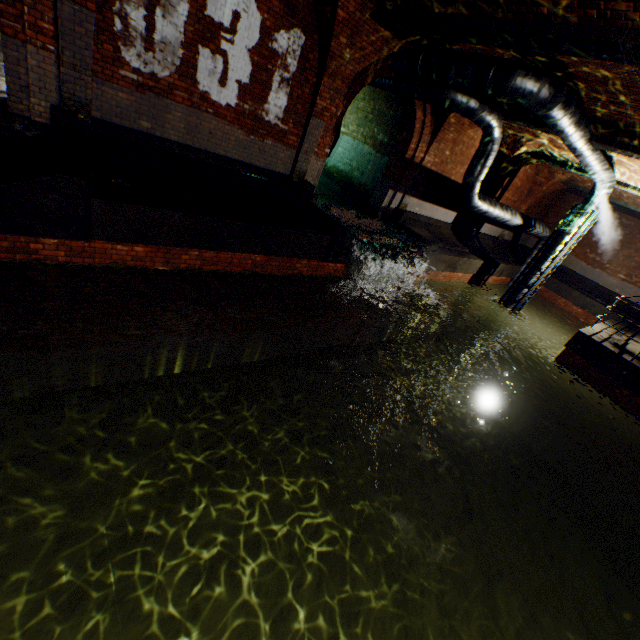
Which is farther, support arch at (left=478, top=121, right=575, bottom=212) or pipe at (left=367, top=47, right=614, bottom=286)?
support arch at (left=478, top=121, right=575, bottom=212)

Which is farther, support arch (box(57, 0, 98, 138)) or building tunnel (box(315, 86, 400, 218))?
building tunnel (box(315, 86, 400, 218))

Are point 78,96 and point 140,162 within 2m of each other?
yes

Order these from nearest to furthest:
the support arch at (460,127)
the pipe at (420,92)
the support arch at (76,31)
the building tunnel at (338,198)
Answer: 1. the support arch at (76,31)
2. the pipe at (420,92)
3. the support arch at (460,127)
4. the building tunnel at (338,198)

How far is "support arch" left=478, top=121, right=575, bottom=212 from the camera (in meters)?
12.11

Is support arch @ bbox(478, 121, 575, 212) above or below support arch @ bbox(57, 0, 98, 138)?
above

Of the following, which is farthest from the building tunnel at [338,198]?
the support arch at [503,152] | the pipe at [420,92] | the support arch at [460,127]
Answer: the support arch at [503,152]

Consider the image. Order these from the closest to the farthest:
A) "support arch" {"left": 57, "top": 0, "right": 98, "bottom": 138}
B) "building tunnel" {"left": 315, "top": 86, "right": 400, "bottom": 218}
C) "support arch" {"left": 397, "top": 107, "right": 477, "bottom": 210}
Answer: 1. "support arch" {"left": 57, "top": 0, "right": 98, "bottom": 138}
2. "support arch" {"left": 397, "top": 107, "right": 477, "bottom": 210}
3. "building tunnel" {"left": 315, "top": 86, "right": 400, "bottom": 218}
